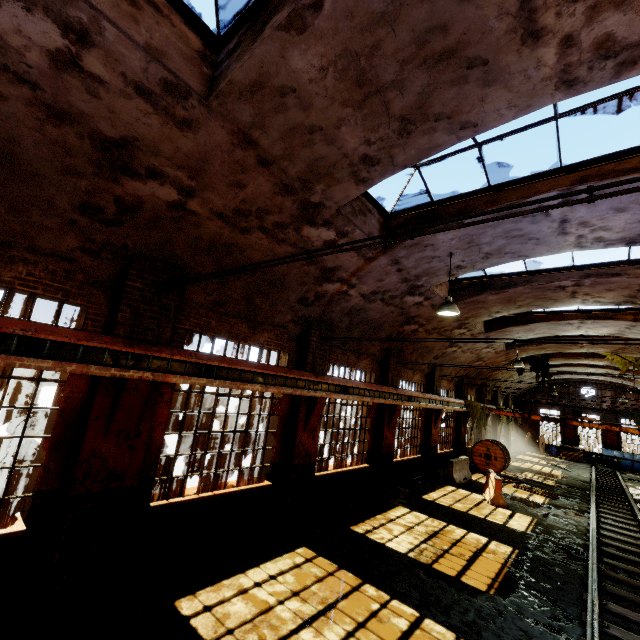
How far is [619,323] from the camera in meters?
12.8 m

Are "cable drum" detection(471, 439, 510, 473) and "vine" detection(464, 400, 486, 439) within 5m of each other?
yes

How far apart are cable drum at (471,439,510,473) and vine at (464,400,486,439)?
0.4 meters

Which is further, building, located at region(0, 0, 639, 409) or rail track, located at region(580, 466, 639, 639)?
rail track, located at region(580, 466, 639, 639)

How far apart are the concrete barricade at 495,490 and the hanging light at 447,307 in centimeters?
884cm

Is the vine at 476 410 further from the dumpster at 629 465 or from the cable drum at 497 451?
the dumpster at 629 465

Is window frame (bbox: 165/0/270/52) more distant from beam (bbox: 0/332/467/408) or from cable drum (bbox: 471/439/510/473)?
Answer: cable drum (bbox: 471/439/510/473)

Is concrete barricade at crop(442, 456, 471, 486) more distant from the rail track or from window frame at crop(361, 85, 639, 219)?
window frame at crop(361, 85, 639, 219)
